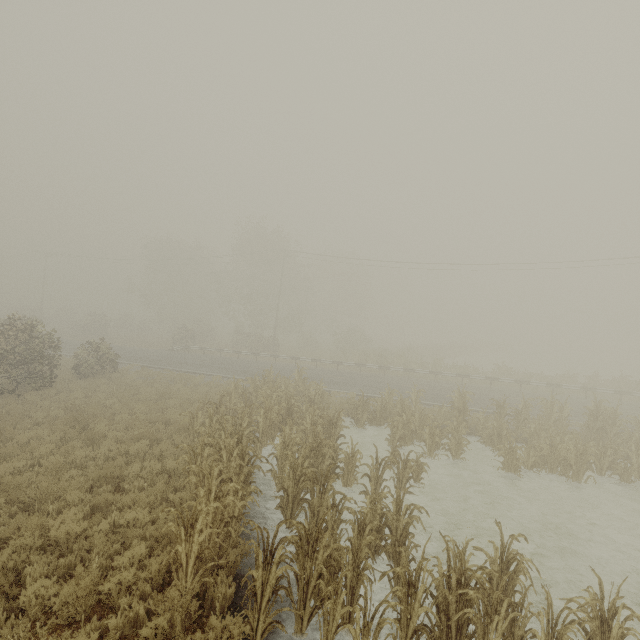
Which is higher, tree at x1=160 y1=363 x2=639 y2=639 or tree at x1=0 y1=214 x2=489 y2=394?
tree at x1=0 y1=214 x2=489 y2=394

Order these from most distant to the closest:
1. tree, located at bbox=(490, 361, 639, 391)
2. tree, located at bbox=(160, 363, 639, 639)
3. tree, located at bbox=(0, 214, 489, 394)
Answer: tree, located at bbox=(490, 361, 639, 391) → tree, located at bbox=(0, 214, 489, 394) → tree, located at bbox=(160, 363, 639, 639)

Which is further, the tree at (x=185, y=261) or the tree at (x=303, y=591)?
the tree at (x=185, y=261)

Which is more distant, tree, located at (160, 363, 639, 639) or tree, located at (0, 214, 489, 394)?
tree, located at (0, 214, 489, 394)

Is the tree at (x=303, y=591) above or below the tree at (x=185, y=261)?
below

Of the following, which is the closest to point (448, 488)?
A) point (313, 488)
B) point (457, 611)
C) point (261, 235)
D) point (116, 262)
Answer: point (313, 488)
